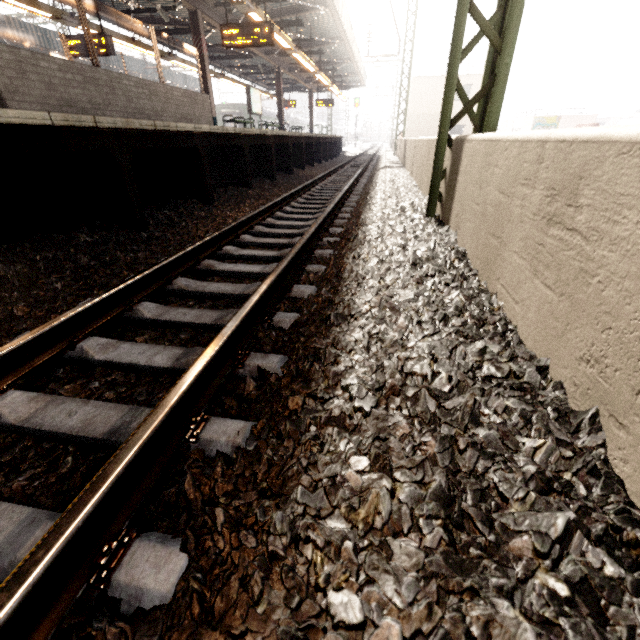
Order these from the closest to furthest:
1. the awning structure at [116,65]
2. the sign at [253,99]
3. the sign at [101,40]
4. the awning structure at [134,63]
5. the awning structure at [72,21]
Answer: the awning structure at [72,21] < the sign at [101,40] < the sign at [253,99] < the awning structure at [116,65] < the awning structure at [134,63]

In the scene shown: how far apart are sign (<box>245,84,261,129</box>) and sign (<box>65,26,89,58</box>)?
6.41m

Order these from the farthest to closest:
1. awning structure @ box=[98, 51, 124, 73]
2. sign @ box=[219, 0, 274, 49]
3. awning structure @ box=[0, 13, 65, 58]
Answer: awning structure @ box=[98, 51, 124, 73] < awning structure @ box=[0, 13, 65, 58] < sign @ box=[219, 0, 274, 49]

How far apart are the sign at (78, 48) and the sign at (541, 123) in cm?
3963

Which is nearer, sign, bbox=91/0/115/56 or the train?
sign, bbox=91/0/115/56

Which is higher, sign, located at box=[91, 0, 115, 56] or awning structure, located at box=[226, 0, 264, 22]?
awning structure, located at box=[226, 0, 264, 22]

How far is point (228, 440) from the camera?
1.3m

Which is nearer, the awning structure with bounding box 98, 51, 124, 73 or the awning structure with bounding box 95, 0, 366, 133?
the awning structure with bounding box 95, 0, 366, 133
